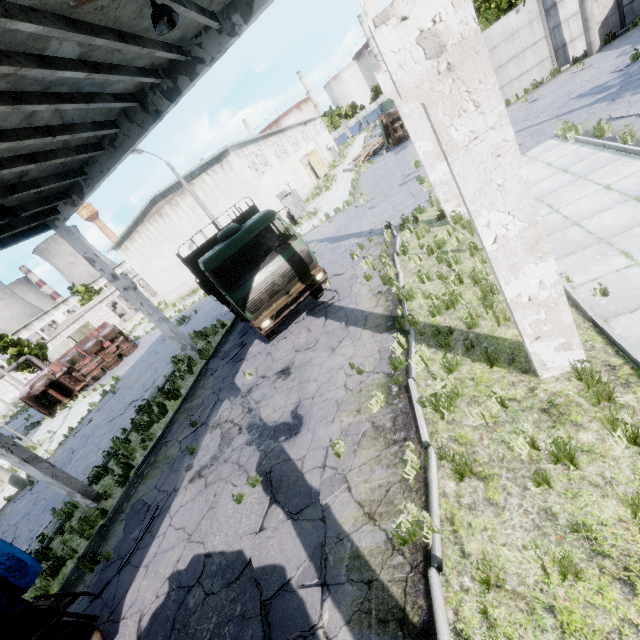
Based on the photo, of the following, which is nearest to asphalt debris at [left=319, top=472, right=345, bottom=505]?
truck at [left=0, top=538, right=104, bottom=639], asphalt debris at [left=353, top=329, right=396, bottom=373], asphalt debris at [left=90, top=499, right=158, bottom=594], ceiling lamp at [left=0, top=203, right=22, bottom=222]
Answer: asphalt debris at [left=353, top=329, right=396, bottom=373]

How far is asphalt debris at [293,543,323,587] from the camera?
4.4 meters

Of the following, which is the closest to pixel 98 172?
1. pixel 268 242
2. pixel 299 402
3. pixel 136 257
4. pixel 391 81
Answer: pixel 268 242

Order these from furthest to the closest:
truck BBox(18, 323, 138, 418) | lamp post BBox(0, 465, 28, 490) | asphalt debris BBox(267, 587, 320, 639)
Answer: truck BBox(18, 323, 138, 418) < lamp post BBox(0, 465, 28, 490) < asphalt debris BBox(267, 587, 320, 639)

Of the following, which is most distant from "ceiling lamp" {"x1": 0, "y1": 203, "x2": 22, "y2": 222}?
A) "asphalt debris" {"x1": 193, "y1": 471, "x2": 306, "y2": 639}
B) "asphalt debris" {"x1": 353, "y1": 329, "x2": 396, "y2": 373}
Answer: "asphalt debris" {"x1": 353, "y1": 329, "x2": 396, "y2": 373}

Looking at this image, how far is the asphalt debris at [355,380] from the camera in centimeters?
704cm

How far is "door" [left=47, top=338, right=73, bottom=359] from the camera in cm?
4141

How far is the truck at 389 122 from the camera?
27.6 meters
